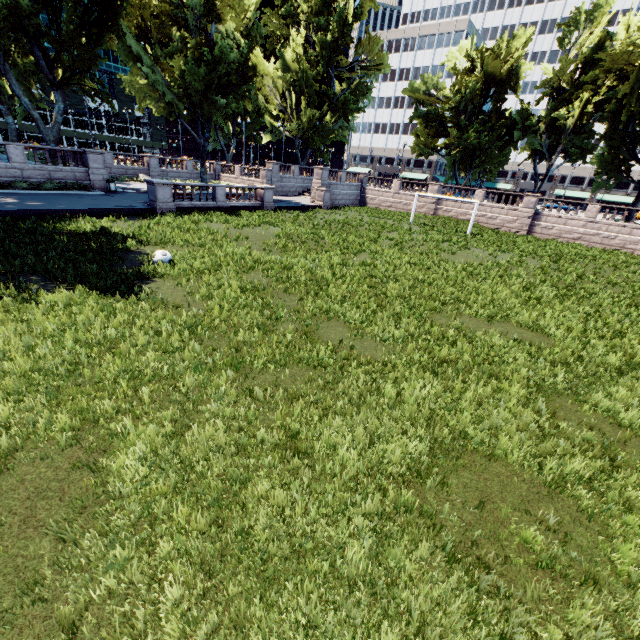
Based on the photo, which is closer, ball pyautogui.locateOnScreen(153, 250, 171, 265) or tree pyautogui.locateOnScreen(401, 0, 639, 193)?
ball pyautogui.locateOnScreen(153, 250, 171, 265)

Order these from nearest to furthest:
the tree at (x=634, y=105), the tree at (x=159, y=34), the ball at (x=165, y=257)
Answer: the ball at (x=165, y=257) → the tree at (x=159, y=34) → the tree at (x=634, y=105)

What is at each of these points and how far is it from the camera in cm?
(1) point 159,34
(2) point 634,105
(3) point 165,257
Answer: (1) tree, 2886
(2) tree, 2867
(3) ball, 1225

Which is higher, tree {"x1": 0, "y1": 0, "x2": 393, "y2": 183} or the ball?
tree {"x1": 0, "y1": 0, "x2": 393, "y2": 183}

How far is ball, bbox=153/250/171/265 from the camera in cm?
1216

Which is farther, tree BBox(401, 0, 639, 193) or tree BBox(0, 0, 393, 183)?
tree BBox(401, 0, 639, 193)

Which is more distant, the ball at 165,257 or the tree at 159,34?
the tree at 159,34
